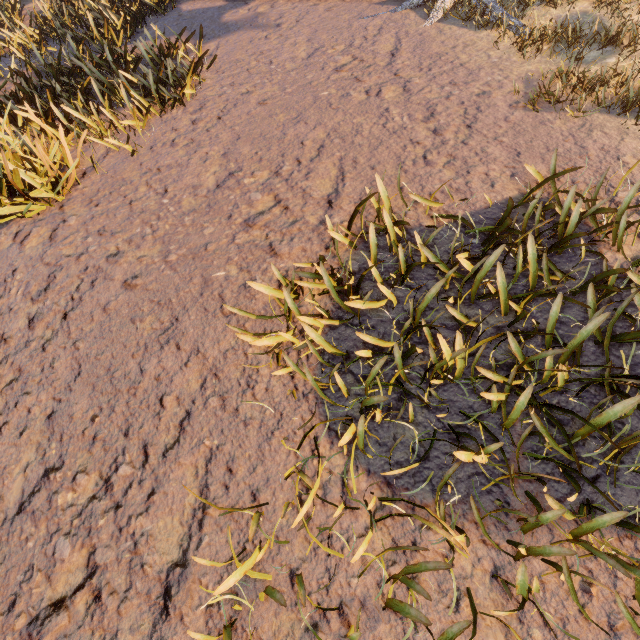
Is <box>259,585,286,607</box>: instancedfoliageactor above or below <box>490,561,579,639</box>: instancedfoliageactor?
below

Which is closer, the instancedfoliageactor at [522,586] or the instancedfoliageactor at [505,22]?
the instancedfoliageactor at [522,586]

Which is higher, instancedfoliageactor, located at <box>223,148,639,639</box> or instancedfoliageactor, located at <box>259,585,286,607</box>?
instancedfoliageactor, located at <box>223,148,639,639</box>

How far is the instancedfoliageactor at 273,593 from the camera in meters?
2.2

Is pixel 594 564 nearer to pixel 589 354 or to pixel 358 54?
pixel 589 354

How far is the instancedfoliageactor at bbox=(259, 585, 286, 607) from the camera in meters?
2.2 m

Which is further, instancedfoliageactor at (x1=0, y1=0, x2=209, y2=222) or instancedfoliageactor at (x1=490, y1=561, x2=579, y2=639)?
instancedfoliageactor at (x1=0, y1=0, x2=209, y2=222)
